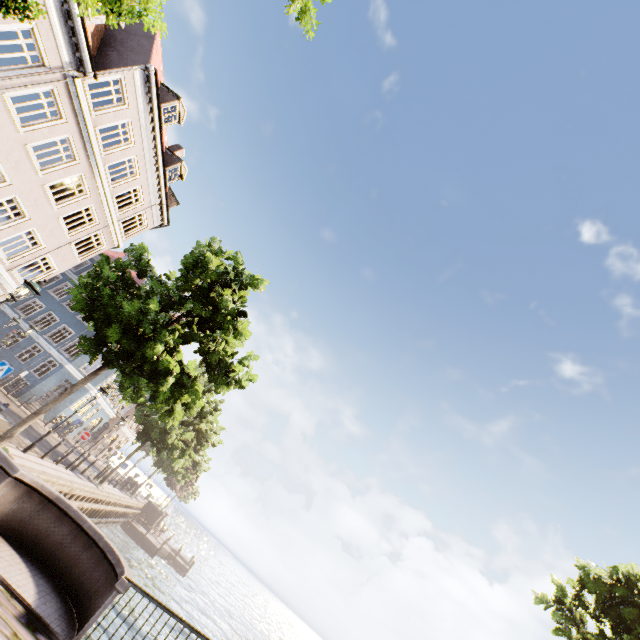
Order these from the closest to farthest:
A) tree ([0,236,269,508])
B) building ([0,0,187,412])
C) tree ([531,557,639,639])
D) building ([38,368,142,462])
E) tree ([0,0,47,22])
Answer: tree ([0,0,47,22]) → tree ([0,236,269,508]) → tree ([531,557,639,639]) → building ([0,0,187,412]) → building ([38,368,142,462])

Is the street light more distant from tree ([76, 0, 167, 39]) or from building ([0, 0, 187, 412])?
building ([0, 0, 187, 412])

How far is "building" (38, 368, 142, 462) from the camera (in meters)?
29.47

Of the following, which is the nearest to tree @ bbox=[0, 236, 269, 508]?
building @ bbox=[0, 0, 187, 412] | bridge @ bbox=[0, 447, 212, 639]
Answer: bridge @ bbox=[0, 447, 212, 639]

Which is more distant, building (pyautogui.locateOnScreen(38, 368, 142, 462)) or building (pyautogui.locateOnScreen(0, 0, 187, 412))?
building (pyautogui.locateOnScreen(38, 368, 142, 462))

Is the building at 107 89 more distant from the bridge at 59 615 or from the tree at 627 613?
the bridge at 59 615

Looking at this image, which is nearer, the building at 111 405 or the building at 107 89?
the building at 107 89

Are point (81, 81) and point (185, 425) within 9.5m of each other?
no
